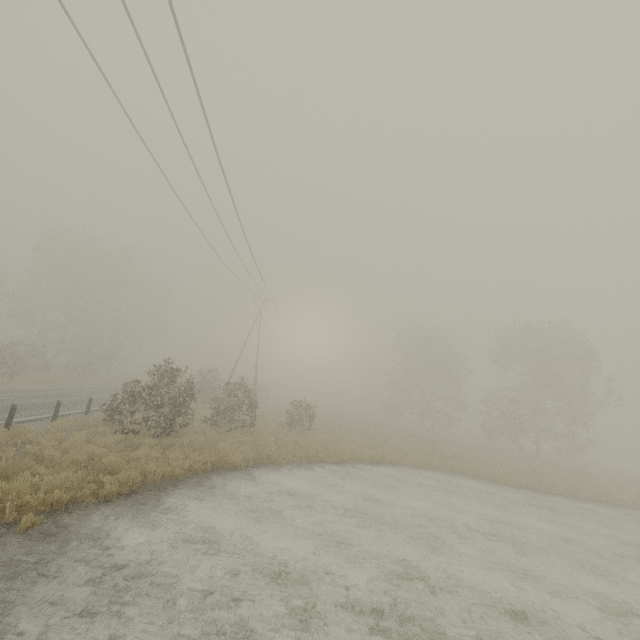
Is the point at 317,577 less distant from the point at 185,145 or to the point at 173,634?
the point at 173,634
